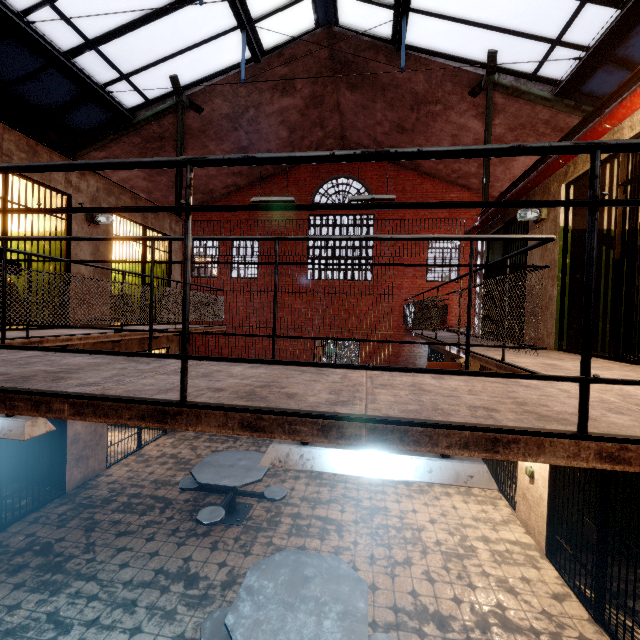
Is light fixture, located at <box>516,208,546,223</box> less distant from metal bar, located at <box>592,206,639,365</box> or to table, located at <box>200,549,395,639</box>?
metal bar, located at <box>592,206,639,365</box>

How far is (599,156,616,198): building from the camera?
4.6m

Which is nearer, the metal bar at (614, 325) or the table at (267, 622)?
the table at (267, 622)

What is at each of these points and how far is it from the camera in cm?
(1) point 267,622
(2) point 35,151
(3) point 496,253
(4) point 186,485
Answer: (1) table, 270
(2) building, 509
(3) building, 769
(4) table, 543

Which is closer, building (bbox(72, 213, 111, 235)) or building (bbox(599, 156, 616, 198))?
building (bbox(599, 156, 616, 198))

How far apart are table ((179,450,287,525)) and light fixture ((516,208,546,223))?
5.8m

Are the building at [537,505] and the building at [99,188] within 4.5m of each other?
no

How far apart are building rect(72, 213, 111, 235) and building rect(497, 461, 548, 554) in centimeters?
797cm
